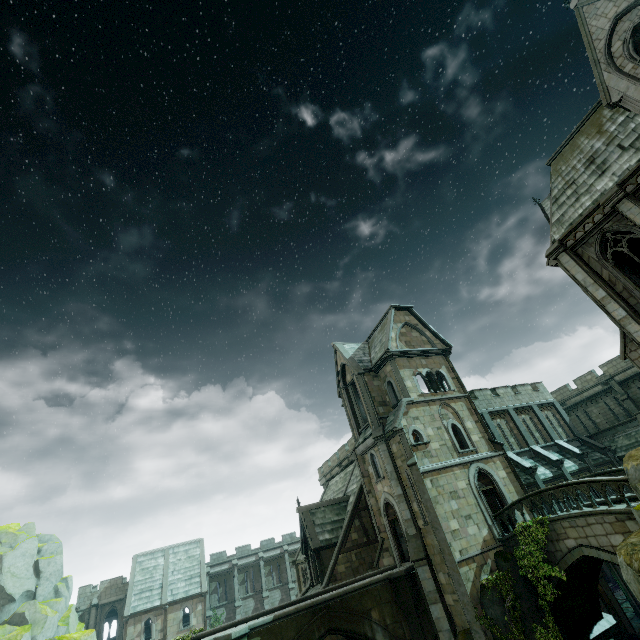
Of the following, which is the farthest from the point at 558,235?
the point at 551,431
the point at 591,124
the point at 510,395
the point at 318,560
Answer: the point at 318,560

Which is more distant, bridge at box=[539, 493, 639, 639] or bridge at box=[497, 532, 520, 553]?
bridge at box=[497, 532, 520, 553]

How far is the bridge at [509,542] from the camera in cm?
1761

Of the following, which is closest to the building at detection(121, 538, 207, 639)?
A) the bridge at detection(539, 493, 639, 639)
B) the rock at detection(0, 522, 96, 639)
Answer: the bridge at detection(539, 493, 639, 639)

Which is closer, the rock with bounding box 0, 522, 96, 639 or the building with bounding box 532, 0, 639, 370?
the building with bounding box 532, 0, 639, 370

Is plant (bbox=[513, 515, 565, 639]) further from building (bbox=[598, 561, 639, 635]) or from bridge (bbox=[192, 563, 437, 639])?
bridge (bbox=[192, 563, 437, 639])

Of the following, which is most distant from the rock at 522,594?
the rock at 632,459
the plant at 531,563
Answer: the rock at 632,459

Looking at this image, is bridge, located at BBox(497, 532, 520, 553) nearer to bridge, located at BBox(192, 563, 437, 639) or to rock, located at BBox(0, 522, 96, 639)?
bridge, located at BBox(192, 563, 437, 639)
